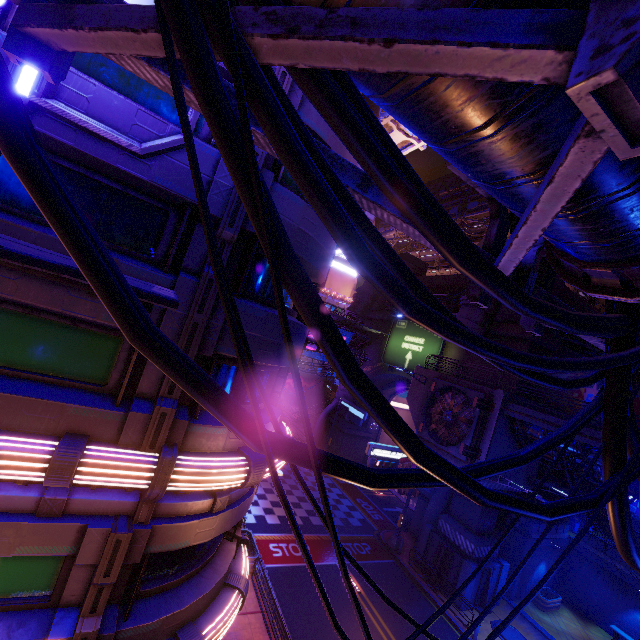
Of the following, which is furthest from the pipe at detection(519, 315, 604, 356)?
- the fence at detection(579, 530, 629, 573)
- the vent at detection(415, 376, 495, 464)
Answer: the vent at detection(415, 376, 495, 464)

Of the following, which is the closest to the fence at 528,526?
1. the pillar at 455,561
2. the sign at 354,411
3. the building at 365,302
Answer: the pillar at 455,561

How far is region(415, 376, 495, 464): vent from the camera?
18.94m

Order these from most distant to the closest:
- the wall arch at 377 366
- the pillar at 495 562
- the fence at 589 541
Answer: the wall arch at 377 366 → the fence at 589 541 → the pillar at 495 562

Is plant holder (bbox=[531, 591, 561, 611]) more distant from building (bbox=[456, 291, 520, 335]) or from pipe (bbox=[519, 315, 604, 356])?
building (bbox=[456, 291, 520, 335])

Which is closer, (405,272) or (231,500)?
(405,272)

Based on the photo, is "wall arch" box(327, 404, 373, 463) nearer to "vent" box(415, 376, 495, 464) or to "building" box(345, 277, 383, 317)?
"building" box(345, 277, 383, 317)

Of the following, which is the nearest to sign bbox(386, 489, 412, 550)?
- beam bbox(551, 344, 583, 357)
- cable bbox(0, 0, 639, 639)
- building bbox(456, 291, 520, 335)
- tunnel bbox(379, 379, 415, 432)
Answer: tunnel bbox(379, 379, 415, 432)
